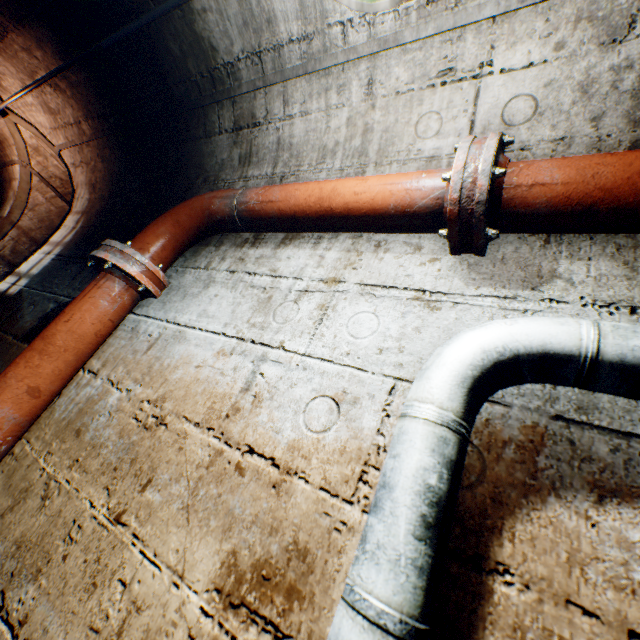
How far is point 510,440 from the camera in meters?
0.7 m

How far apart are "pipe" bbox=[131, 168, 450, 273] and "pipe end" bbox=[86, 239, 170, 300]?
0.01m

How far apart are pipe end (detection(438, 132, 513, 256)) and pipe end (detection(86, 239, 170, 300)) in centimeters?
132cm

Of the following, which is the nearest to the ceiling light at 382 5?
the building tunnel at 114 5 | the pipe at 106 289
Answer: the building tunnel at 114 5

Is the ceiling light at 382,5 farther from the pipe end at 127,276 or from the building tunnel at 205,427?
the pipe end at 127,276

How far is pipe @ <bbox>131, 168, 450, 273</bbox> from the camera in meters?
1.1 m

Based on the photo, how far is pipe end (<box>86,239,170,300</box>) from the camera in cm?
149

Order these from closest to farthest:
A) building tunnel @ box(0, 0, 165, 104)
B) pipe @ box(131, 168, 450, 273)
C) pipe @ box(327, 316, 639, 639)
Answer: pipe @ box(327, 316, 639, 639) → pipe @ box(131, 168, 450, 273) → building tunnel @ box(0, 0, 165, 104)
